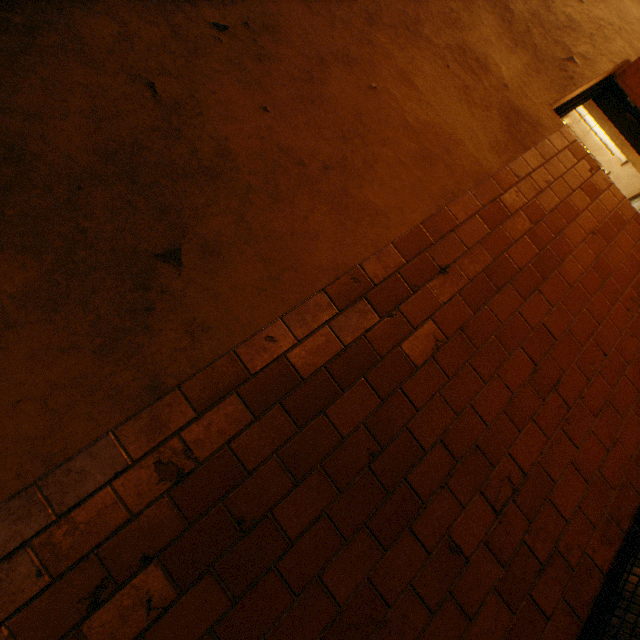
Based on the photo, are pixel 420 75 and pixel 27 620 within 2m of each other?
no
